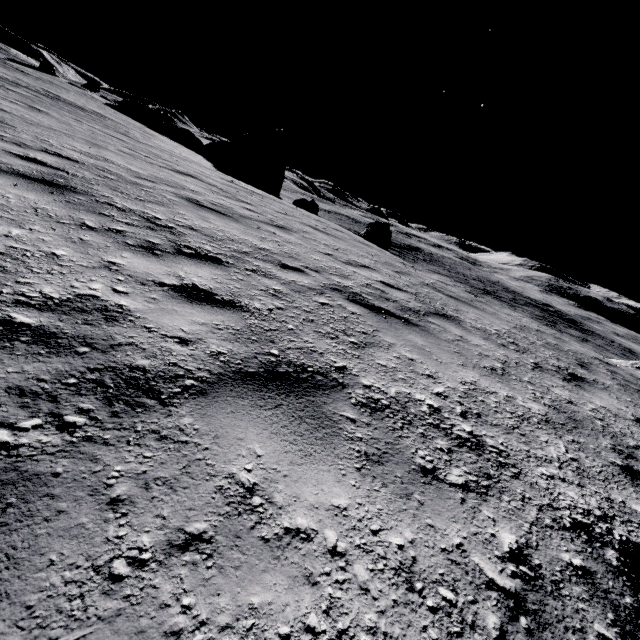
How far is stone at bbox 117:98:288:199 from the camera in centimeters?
3061cm

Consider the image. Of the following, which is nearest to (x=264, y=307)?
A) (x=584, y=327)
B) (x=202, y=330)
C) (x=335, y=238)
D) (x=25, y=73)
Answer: (x=202, y=330)

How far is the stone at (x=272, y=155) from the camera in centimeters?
3061cm

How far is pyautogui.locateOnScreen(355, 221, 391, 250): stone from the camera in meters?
20.6

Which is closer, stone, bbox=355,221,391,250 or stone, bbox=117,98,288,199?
stone, bbox=355,221,391,250

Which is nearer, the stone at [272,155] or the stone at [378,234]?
the stone at [378,234]
